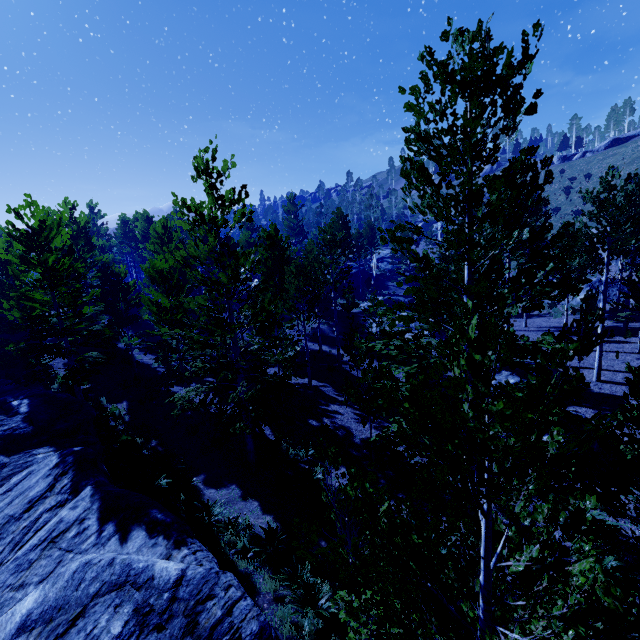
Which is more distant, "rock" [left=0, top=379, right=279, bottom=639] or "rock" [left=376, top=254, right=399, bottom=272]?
"rock" [left=376, top=254, right=399, bottom=272]

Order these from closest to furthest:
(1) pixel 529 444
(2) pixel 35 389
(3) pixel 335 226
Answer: (1) pixel 529 444
(2) pixel 35 389
(3) pixel 335 226

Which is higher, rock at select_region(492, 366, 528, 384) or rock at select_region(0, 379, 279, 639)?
rock at select_region(0, 379, 279, 639)

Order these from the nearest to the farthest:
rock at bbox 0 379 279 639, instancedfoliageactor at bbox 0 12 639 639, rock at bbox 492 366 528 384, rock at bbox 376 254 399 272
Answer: instancedfoliageactor at bbox 0 12 639 639 < rock at bbox 0 379 279 639 < rock at bbox 492 366 528 384 < rock at bbox 376 254 399 272

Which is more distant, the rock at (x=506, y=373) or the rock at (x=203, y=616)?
the rock at (x=506, y=373)

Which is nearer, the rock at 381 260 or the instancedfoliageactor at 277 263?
the instancedfoliageactor at 277 263

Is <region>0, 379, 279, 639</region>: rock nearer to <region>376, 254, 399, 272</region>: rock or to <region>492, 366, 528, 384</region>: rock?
<region>492, 366, 528, 384</region>: rock
